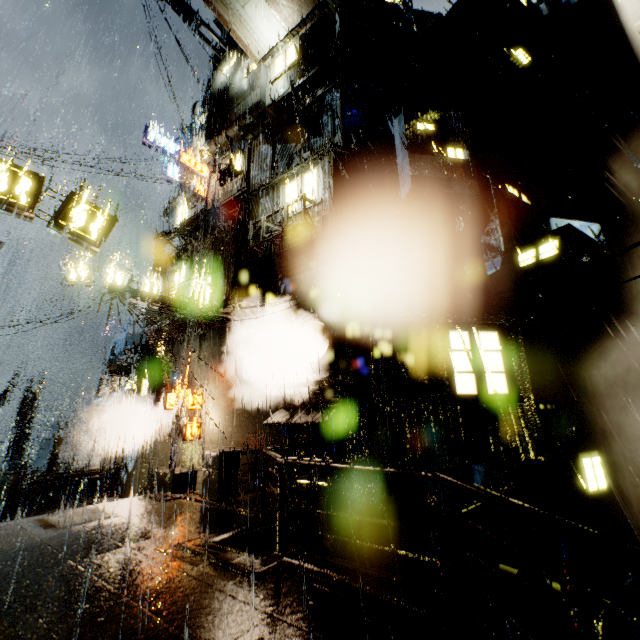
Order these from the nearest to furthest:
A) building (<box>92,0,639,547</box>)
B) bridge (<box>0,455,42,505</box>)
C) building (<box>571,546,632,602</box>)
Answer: building (<box>571,546,632,602</box>)
building (<box>92,0,639,547</box>)
bridge (<box>0,455,42,505</box>)

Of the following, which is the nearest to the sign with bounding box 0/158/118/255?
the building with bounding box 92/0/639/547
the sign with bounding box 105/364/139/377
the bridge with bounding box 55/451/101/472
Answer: the building with bounding box 92/0/639/547

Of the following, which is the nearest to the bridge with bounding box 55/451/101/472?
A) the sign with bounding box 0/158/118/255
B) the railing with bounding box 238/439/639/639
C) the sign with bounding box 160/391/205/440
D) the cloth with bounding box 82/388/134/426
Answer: the cloth with bounding box 82/388/134/426

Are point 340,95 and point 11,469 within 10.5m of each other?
no

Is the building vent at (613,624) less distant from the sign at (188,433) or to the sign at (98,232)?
the sign at (188,433)

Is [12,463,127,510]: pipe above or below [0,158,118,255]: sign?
below

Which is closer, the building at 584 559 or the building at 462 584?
the building at 462 584

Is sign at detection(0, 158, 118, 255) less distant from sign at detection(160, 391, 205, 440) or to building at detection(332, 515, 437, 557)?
building at detection(332, 515, 437, 557)
